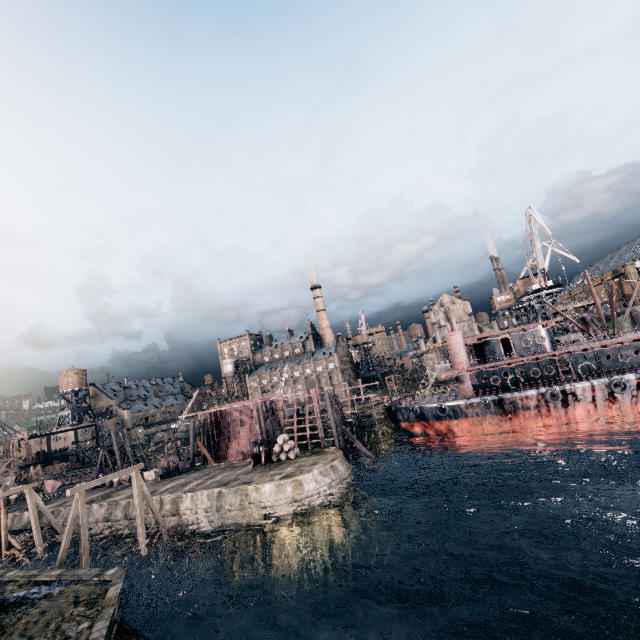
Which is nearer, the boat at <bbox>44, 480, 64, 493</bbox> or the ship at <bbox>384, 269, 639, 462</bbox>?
the ship at <bbox>384, 269, 639, 462</bbox>

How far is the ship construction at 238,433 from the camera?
45.25m

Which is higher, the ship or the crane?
the crane

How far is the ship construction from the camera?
45.2m

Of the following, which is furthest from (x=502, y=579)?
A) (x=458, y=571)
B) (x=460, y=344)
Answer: (x=460, y=344)

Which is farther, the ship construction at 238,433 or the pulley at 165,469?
the ship construction at 238,433

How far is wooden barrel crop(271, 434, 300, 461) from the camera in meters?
34.9

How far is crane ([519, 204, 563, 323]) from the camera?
50.7 meters
